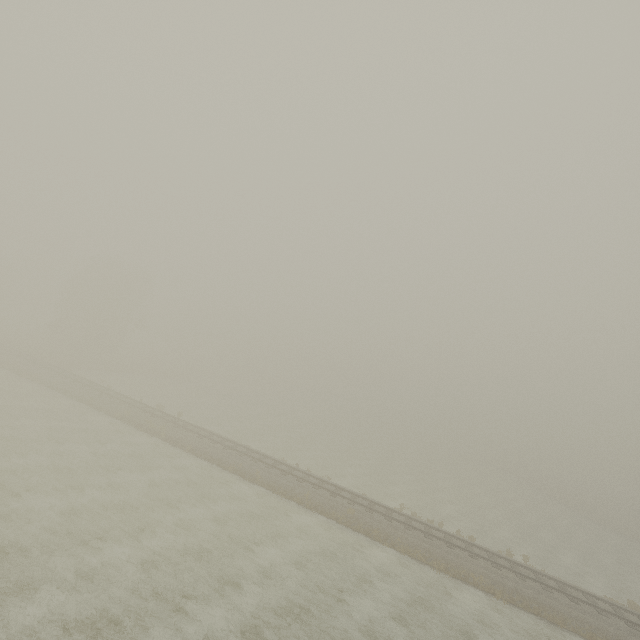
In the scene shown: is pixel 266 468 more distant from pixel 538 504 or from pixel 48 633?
pixel 538 504
